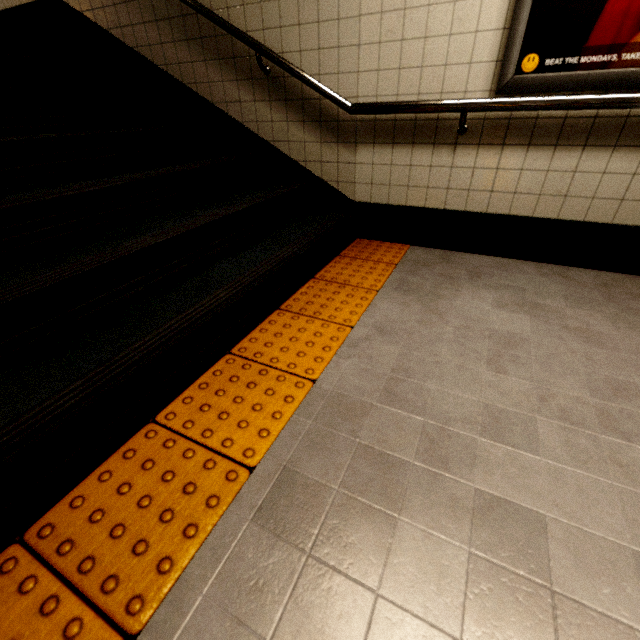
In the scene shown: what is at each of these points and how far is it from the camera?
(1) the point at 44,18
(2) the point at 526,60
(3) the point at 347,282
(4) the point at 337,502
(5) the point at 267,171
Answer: (1) building, 3.3 meters
(2) sign, 1.8 meters
(3) groundtactileadastrip, 2.2 meters
(4) building, 1.0 meters
(5) stairs, 2.9 meters

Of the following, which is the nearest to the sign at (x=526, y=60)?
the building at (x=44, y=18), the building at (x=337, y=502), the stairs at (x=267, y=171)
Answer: the building at (x=337, y=502)

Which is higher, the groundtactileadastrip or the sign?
the sign

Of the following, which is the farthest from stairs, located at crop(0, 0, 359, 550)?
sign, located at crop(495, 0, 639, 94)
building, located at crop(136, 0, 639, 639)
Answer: sign, located at crop(495, 0, 639, 94)

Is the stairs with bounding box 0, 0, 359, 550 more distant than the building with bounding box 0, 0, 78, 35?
No

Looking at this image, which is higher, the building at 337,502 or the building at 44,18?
the building at 44,18

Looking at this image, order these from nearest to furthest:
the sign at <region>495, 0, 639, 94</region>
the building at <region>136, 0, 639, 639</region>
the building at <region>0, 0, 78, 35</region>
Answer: the building at <region>136, 0, 639, 639</region>, the sign at <region>495, 0, 639, 94</region>, the building at <region>0, 0, 78, 35</region>

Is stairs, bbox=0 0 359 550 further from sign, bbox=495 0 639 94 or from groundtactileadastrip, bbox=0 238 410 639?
sign, bbox=495 0 639 94
